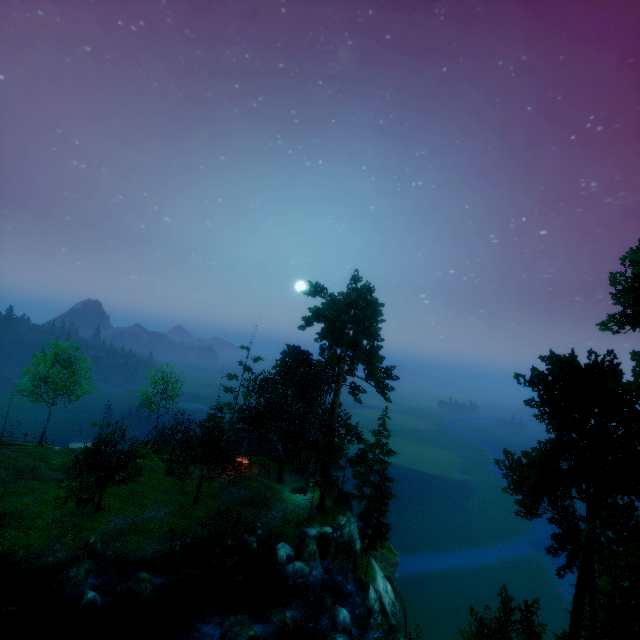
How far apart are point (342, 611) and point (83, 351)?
39.4m

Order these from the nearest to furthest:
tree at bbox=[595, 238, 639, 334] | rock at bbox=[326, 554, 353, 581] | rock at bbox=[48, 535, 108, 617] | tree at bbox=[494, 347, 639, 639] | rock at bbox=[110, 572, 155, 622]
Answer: tree at bbox=[494, 347, 639, 639] → tree at bbox=[595, 238, 639, 334] → rock at bbox=[48, 535, 108, 617] → rock at bbox=[110, 572, 155, 622] → rock at bbox=[326, 554, 353, 581]

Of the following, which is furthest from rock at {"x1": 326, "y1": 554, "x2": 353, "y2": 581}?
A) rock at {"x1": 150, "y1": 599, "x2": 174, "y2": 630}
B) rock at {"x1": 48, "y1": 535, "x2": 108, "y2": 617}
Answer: rock at {"x1": 48, "y1": 535, "x2": 108, "y2": 617}

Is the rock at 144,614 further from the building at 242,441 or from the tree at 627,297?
the building at 242,441

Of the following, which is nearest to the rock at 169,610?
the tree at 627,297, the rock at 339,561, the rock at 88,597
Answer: the rock at 88,597

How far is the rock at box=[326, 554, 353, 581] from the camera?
27.7m

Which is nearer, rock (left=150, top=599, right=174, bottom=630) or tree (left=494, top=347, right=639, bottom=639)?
tree (left=494, top=347, right=639, bottom=639)

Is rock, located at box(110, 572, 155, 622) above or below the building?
below
